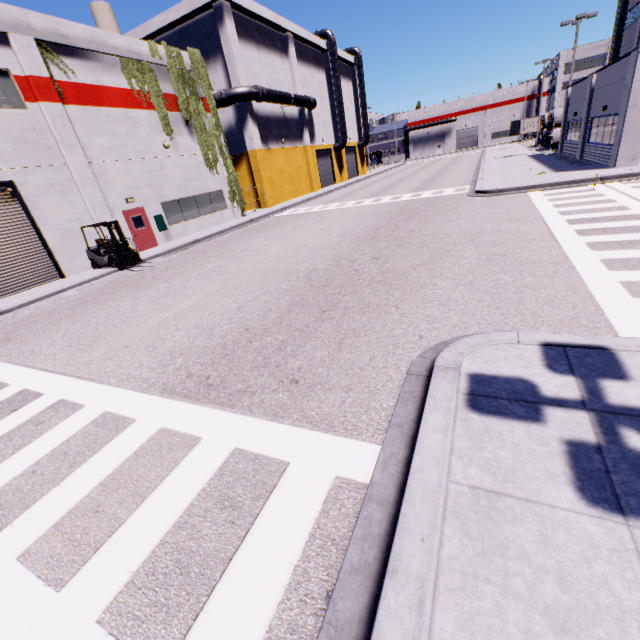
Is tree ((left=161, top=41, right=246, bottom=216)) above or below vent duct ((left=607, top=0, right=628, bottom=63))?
below

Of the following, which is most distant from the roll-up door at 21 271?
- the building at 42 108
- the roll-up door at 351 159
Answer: the roll-up door at 351 159

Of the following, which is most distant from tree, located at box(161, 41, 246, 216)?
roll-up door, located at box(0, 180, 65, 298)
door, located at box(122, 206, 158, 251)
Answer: door, located at box(122, 206, 158, 251)

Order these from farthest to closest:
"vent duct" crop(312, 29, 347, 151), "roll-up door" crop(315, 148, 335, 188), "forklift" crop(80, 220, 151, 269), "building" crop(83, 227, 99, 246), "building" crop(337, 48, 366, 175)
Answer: "building" crop(337, 48, 366, 175) → "roll-up door" crop(315, 148, 335, 188) → "vent duct" crop(312, 29, 347, 151) → "building" crop(83, 227, 99, 246) → "forklift" crop(80, 220, 151, 269)

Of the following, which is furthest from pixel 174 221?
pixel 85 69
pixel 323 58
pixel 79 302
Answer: pixel 323 58

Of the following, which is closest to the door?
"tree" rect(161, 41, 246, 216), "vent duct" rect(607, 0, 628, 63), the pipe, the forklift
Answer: the forklift

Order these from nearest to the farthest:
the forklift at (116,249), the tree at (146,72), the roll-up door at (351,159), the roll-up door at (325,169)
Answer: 1. the forklift at (116,249)
2. the tree at (146,72)
3. the roll-up door at (325,169)
4. the roll-up door at (351,159)

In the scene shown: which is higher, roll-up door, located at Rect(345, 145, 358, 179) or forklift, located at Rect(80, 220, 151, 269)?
roll-up door, located at Rect(345, 145, 358, 179)
